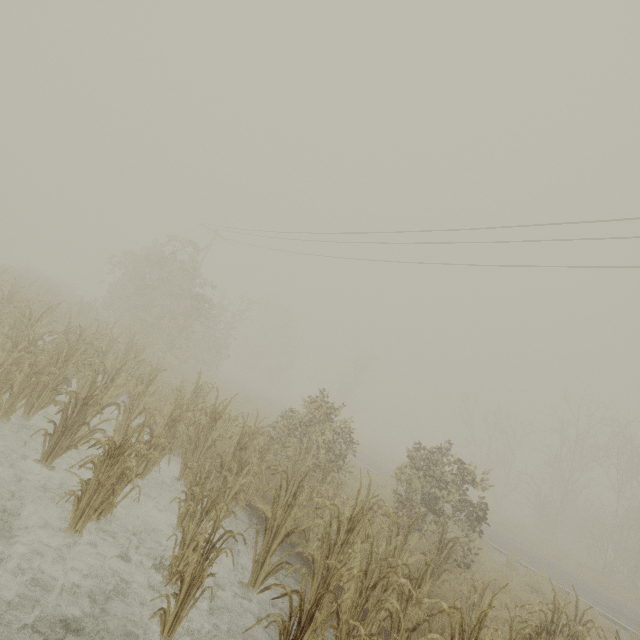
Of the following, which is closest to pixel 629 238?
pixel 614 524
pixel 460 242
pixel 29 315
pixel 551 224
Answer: pixel 551 224
